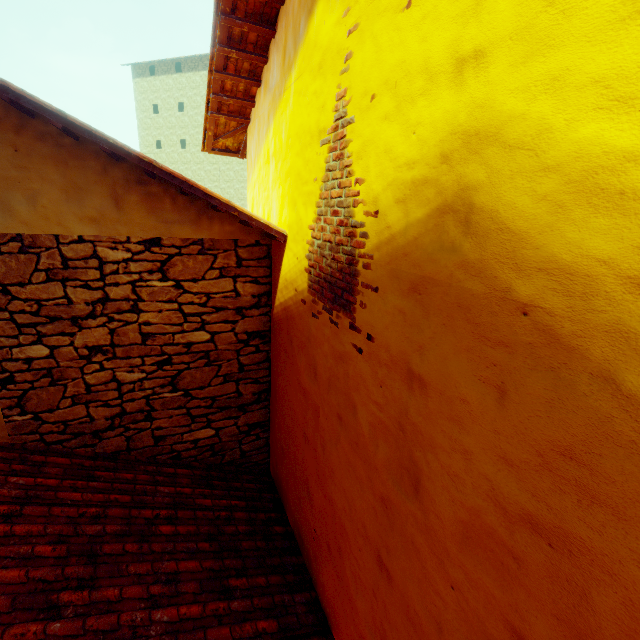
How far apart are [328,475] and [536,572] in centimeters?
170cm
